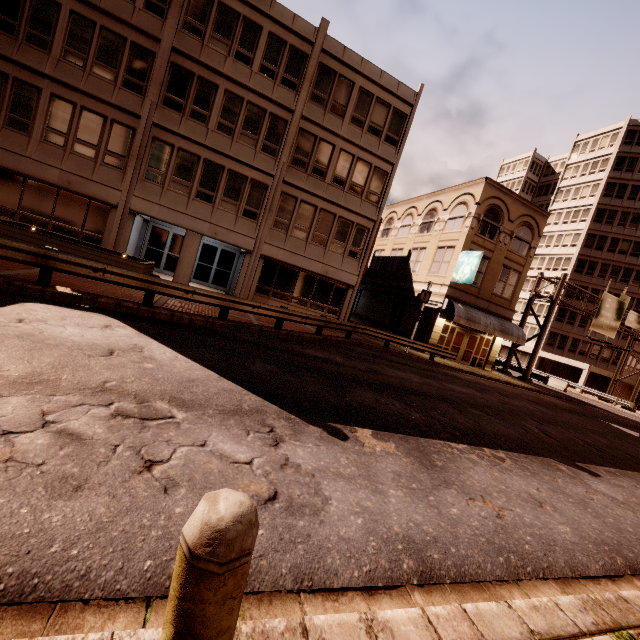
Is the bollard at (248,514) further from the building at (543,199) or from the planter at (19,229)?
the building at (543,199)

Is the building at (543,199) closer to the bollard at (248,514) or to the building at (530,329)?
the bollard at (248,514)

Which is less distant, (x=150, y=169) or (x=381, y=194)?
(x=150, y=169)

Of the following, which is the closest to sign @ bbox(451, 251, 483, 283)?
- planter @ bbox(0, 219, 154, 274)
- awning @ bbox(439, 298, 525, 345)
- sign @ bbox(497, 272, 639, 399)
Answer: awning @ bbox(439, 298, 525, 345)

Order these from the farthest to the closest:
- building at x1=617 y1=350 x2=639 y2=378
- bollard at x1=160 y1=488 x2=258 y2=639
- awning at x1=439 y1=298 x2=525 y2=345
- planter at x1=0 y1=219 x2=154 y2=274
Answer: building at x1=617 y1=350 x2=639 y2=378, awning at x1=439 y1=298 x2=525 y2=345, planter at x1=0 y1=219 x2=154 y2=274, bollard at x1=160 y1=488 x2=258 y2=639

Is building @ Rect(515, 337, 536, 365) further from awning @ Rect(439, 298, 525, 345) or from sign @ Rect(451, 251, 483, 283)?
sign @ Rect(451, 251, 483, 283)

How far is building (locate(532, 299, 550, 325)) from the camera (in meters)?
48.84
